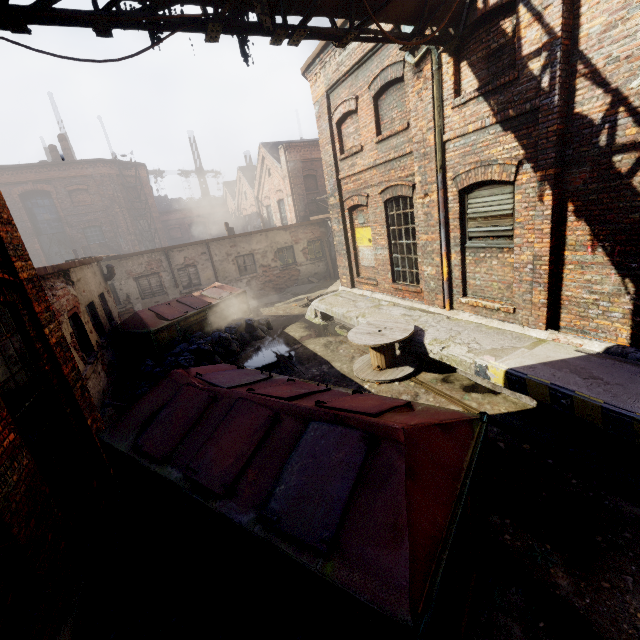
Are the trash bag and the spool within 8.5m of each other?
yes

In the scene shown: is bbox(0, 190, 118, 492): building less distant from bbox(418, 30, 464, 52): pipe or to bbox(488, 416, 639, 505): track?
bbox(418, 30, 464, 52): pipe

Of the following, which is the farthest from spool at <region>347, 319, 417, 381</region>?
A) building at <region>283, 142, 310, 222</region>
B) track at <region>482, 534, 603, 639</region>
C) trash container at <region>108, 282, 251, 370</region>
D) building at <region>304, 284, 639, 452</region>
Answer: building at <region>283, 142, 310, 222</region>

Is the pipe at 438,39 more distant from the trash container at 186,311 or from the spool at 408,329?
the trash container at 186,311

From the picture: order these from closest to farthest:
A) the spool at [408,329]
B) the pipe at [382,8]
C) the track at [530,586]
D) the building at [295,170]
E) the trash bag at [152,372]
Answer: the track at [530,586], the pipe at [382,8], the spool at [408,329], the trash bag at [152,372], the building at [295,170]

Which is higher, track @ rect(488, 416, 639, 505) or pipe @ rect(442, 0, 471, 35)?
pipe @ rect(442, 0, 471, 35)

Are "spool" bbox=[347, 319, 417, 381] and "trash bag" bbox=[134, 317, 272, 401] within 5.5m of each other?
yes

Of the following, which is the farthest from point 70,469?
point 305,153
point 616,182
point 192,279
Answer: point 305,153
